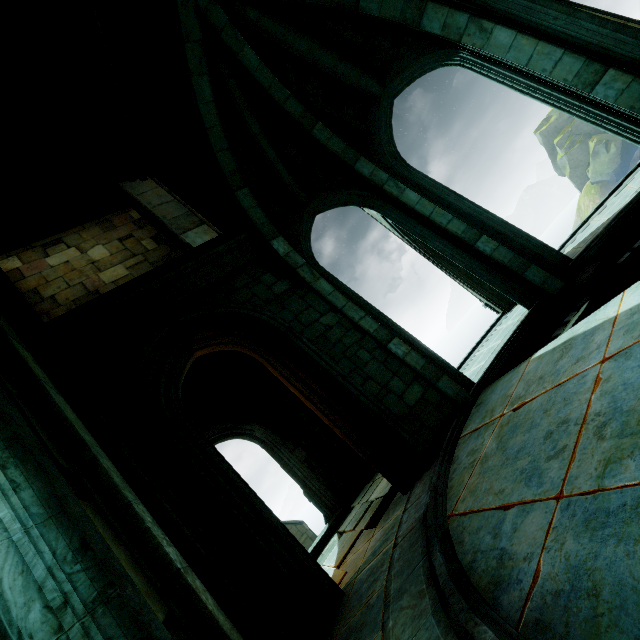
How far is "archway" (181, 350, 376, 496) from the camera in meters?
10.0 m

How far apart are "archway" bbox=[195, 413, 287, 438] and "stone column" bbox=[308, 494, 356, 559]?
2.82m

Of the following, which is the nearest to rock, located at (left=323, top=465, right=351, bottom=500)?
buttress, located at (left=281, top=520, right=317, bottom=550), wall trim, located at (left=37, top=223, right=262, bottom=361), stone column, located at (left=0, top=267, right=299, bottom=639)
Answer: stone column, located at (left=0, top=267, right=299, bottom=639)

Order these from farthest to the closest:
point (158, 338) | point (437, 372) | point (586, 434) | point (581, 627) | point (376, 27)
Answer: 1. point (376, 27)
2. point (437, 372)
3. point (158, 338)
4. point (586, 434)
5. point (581, 627)

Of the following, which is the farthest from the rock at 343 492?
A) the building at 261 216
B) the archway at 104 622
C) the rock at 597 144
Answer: the rock at 597 144

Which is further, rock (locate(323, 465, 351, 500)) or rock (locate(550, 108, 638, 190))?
rock (locate(550, 108, 638, 190))

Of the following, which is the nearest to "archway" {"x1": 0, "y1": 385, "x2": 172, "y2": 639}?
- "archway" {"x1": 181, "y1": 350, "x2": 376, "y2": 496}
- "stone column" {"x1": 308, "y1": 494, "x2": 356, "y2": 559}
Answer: "archway" {"x1": 181, "y1": 350, "x2": 376, "y2": 496}

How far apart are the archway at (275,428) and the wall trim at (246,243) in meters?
6.0 m
